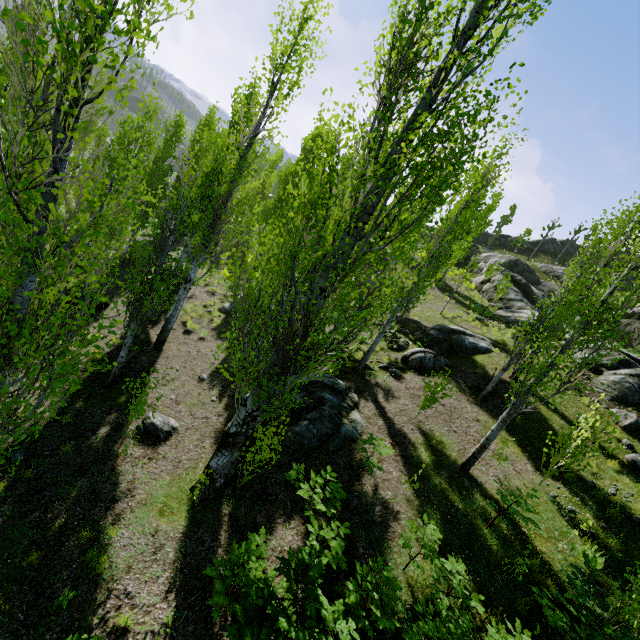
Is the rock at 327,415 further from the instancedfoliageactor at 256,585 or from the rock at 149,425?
the rock at 149,425

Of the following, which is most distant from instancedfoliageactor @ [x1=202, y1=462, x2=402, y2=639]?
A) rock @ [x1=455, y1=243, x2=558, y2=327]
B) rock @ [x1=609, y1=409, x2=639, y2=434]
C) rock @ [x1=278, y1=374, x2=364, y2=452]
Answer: rock @ [x1=609, y1=409, x2=639, y2=434]

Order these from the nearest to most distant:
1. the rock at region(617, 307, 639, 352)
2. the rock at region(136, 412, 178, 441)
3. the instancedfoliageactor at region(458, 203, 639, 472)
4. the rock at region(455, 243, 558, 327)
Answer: the instancedfoliageactor at region(458, 203, 639, 472), the rock at region(136, 412, 178, 441), the rock at region(455, 243, 558, 327), the rock at region(617, 307, 639, 352)

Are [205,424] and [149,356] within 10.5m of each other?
yes

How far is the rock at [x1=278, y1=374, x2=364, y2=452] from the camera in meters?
9.2

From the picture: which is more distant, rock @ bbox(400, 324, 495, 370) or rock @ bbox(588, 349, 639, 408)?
rock @ bbox(400, 324, 495, 370)

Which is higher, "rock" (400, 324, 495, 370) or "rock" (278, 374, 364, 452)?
"rock" (400, 324, 495, 370)

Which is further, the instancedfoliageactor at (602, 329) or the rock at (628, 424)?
the rock at (628, 424)
